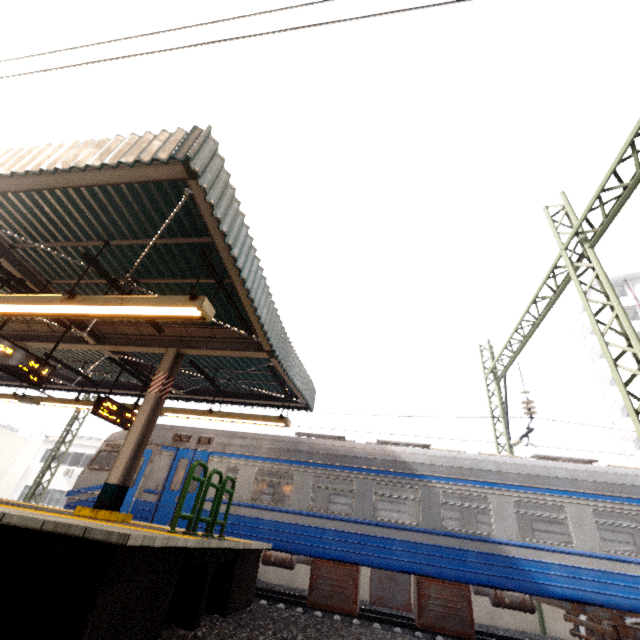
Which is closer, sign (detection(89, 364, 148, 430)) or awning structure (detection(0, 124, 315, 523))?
awning structure (detection(0, 124, 315, 523))

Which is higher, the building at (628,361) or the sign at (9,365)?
the building at (628,361)

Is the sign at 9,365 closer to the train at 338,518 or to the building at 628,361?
→ the train at 338,518

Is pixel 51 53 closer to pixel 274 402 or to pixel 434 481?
pixel 274 402

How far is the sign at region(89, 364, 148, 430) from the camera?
8.5 meters

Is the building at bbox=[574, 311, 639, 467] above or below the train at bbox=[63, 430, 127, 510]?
above

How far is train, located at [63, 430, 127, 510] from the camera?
9.88m

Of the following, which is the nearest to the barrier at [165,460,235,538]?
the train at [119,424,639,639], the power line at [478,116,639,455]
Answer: the train at [119,424,639,639]
